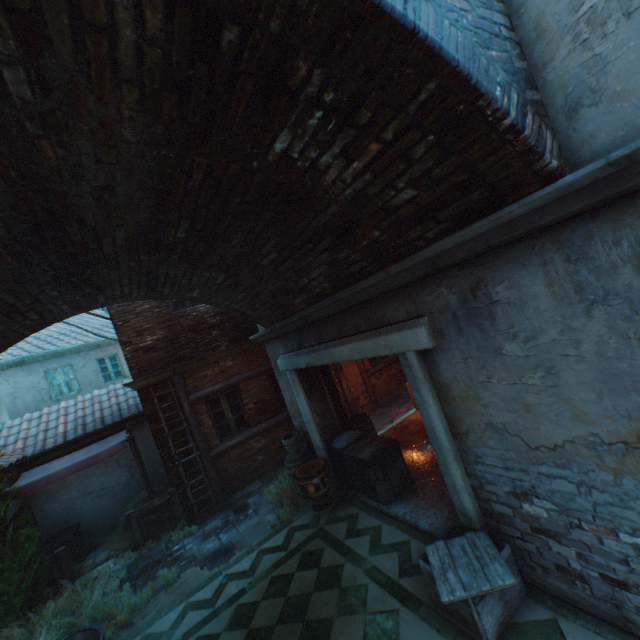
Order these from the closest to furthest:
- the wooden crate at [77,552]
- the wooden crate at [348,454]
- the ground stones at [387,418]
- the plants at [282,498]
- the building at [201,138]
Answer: the building at [201,138], the wooden crate at [348,454], the plants at [282,498], the wooden crate at [77,552], the ground stones at [387,418]

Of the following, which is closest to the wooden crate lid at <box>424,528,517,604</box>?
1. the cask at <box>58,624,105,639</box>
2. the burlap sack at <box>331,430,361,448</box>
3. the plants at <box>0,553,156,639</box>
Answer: the burlap sack at <box>331,430,361,448</box>

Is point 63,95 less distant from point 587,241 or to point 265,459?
point 587,241

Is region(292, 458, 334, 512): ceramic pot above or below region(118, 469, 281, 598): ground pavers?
above

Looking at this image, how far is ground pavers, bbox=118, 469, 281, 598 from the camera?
6.43m

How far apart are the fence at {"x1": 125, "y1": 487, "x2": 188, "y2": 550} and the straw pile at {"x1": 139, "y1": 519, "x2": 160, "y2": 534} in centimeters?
66cm

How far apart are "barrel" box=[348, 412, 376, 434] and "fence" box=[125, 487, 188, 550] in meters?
4.7 m

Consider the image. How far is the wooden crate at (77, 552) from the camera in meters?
8.5 m
